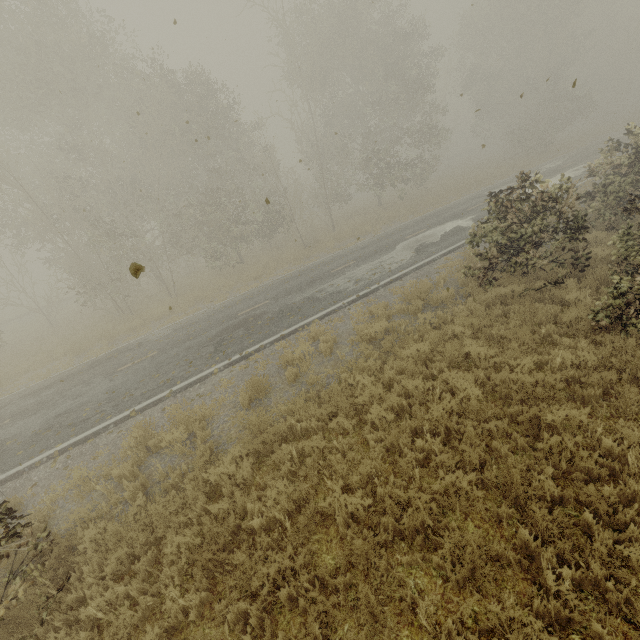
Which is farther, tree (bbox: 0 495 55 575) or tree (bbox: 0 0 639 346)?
tree (bbox: 0 0 639 346)

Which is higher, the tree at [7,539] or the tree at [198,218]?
the tree at [198,218]

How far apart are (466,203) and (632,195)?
15.0m

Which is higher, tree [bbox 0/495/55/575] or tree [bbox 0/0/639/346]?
tree [bbox 0/0/639/346]

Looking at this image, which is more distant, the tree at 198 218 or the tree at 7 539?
the tree at 198 218
